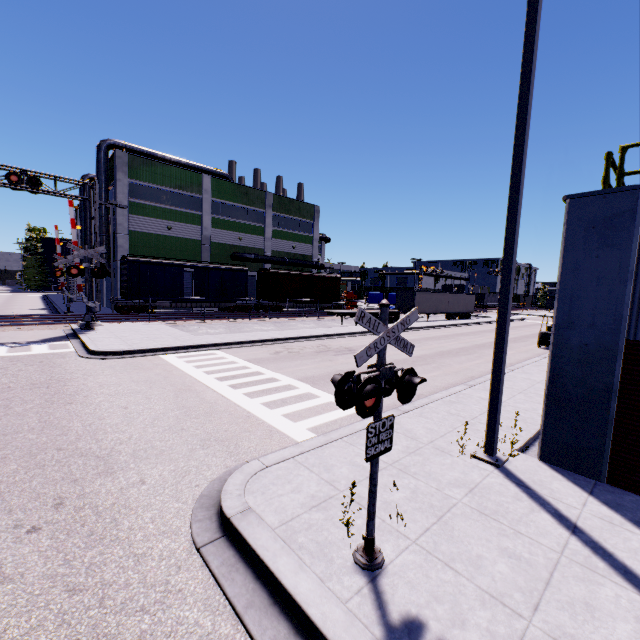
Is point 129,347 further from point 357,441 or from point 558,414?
point 558,414

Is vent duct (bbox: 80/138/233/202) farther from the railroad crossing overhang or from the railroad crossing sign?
the railroad crossing sign

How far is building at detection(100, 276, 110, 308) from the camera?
34.4m

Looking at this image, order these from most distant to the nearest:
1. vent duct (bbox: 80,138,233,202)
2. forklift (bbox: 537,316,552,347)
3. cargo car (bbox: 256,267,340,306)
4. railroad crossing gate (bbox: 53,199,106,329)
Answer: cargo car (bbox: 256,267,340,306)
vent duct (bbox: 80,138,233,202)
forklift (bbox: 537,316,552,347)
railroad crossing gate (bbox: 53,199,106,329)

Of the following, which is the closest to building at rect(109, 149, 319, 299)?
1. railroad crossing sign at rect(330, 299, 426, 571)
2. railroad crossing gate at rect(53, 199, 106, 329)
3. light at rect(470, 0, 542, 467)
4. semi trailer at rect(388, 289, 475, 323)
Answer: semi trailer at rect(388, 289, 475, 323)

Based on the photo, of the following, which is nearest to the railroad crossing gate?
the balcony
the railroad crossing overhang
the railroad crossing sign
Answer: the railroad crossing overhang

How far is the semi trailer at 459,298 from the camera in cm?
3725

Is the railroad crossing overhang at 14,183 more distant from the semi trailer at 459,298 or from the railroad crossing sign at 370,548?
the railroad crossing sign at 370,548
